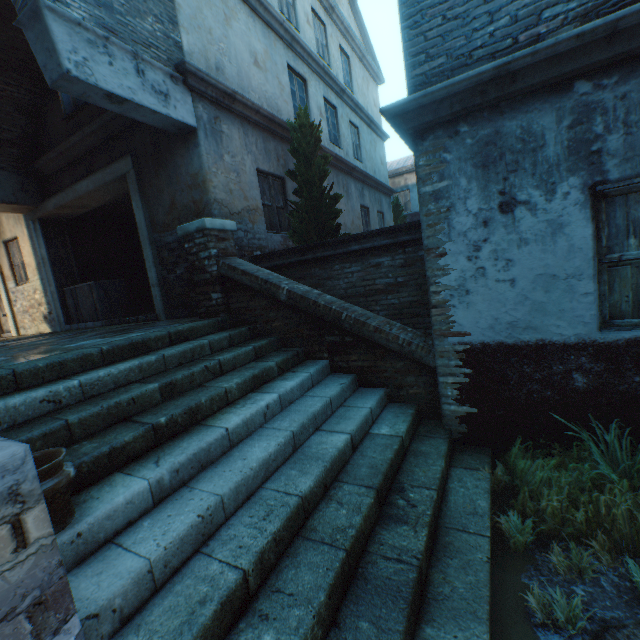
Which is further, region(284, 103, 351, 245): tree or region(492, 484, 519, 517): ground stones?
region(284, 103, 351, 245): tree

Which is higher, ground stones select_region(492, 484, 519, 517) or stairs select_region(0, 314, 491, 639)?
stairs select_region(0, 314, 491, 639)

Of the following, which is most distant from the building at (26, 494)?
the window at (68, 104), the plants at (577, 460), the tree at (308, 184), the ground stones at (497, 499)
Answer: the tree at (308, 184)

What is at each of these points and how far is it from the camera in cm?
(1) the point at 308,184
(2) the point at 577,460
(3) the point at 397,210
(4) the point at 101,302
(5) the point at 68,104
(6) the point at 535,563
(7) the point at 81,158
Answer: (1) tree, 636
(2) plants, 295
(3) tree, 1633
(4) wooden crate, 789
(5) window, 683
(6) ground stones, 242
(7) building, 700

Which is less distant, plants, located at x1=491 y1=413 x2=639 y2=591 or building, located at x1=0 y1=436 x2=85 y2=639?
building, located at x1=0 y1=436 x2=85 y2=639

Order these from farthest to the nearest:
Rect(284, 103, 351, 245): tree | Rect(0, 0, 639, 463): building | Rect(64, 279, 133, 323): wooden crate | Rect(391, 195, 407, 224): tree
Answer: Rect(391, 195, 407, 224): tree → Rect(64, 279, 133, 323): wooden crate → Rect(284, 103, 351, 245): tree → Rect(0, 0, 639, 463): building

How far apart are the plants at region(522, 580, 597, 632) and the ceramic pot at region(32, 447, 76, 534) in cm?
294

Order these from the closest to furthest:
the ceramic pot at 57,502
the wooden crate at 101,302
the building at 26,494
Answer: the building at 26,494
the ceramic pot at 57,502
the wooden crate at 101,302
